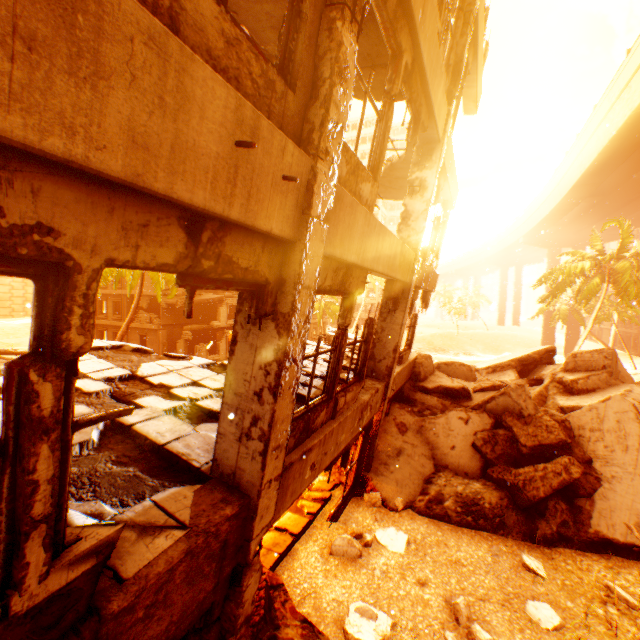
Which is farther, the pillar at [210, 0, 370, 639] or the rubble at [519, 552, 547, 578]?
the rubble at [519, 552, 547, 578]

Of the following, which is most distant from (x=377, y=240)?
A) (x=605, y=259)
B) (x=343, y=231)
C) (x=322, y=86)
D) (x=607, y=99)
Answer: (x=605, y=259)

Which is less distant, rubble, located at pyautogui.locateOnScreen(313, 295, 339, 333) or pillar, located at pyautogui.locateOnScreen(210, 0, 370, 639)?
pillar, located at pyautogui.locateOnScreen(210, 0, 370, 639)

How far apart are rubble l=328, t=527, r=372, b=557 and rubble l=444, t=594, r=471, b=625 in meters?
1.4 m

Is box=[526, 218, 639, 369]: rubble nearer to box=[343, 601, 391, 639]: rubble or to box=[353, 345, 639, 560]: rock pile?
box=[353, 345, 639, 560]: rock pile

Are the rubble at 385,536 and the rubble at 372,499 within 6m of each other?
yes

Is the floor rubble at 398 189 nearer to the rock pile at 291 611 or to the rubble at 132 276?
the rock pile at 291 611

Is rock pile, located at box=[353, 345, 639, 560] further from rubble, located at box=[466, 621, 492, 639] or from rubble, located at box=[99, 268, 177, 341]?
rubble, located at box=[466, 621, 492, 639]
